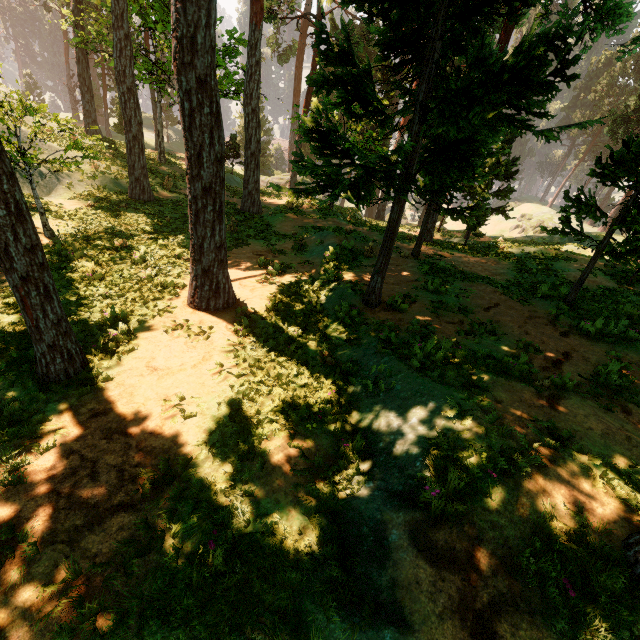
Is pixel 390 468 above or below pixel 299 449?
above

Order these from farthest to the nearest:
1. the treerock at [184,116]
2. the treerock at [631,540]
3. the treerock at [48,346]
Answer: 1. the treerock at [184,116]
2. the treerock at [48,346]
3. the treerock at [631,540]

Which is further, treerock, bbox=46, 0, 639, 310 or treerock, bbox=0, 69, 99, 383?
treerock, bbox=46, 0, 639, 310

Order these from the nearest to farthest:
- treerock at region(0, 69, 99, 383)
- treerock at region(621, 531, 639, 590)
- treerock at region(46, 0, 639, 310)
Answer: treerock at region(621, 531, 639, 590) → treerock at region(0, 69, 99, 383) → treerock at region(46, 0, 639, 310)

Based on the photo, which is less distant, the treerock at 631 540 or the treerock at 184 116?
the treerock at 631 540
